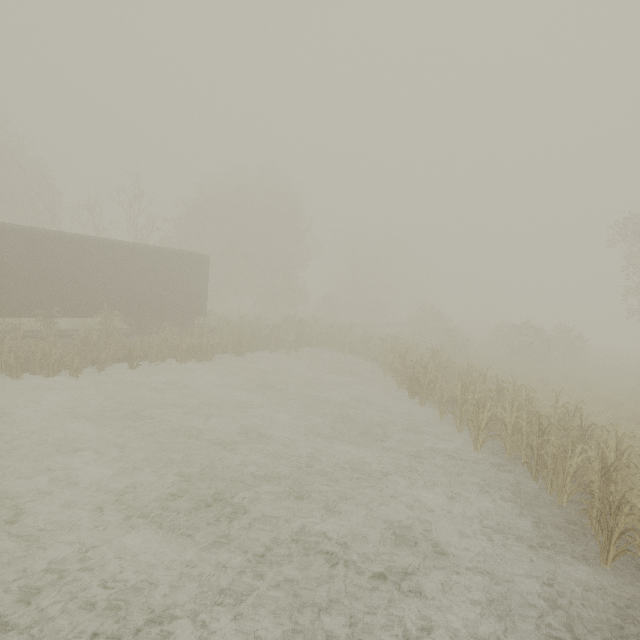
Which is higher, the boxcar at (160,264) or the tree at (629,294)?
the tree at (629,294)

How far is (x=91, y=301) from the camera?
15.18m

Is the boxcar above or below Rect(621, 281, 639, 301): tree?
below

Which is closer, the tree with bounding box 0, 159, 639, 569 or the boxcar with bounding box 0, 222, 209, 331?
the tree with bounding box 0, 159, 639, 569

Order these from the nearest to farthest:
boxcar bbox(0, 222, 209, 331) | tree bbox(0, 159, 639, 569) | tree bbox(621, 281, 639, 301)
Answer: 1. tree bbox(0, 159, 639, 569)
2. boxcar bbox(0, 222, 209, 331)
3. tree bbox(621, 281, 639, 301)

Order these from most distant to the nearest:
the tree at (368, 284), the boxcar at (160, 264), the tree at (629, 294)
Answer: the tree at (629, 294) < the boxcar at (160, 264) < the tree at (368, 284)

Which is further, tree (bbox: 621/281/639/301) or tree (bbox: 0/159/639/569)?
tree (bbox: 621/281/639/301)
